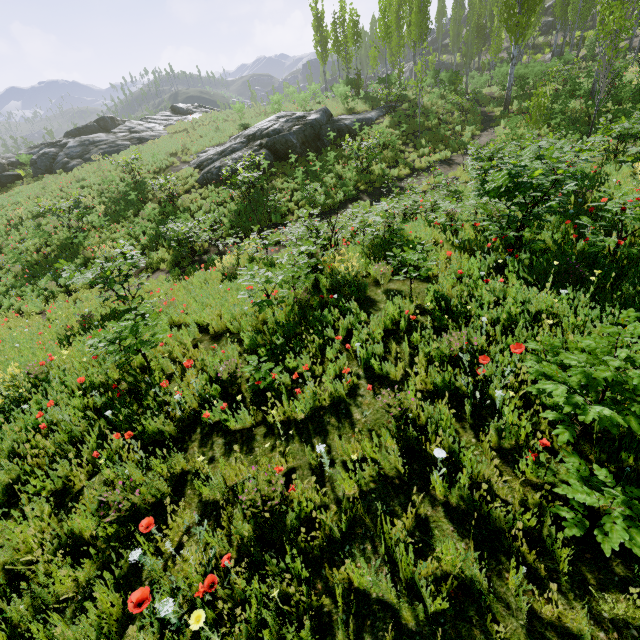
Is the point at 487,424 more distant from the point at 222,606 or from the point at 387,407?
the point at 222,606

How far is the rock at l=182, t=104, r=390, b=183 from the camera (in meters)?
18.56

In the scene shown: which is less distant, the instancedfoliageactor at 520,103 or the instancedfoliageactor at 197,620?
the instancedfoliageactor at 197,620

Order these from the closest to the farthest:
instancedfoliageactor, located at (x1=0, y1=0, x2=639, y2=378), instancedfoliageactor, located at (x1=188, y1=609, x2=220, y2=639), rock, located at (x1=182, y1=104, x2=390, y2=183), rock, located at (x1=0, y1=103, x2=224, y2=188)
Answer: instancedfoliageactor, located at (x1=188, y1=609, x2=220, y2=639)
instancedfoliageactor, located at (x1=0, y1=0, x2=639, y2=378)
rock, located at (x1=182, y1=104, x2=390, y2=183)
rock, located at (x1=0, y1=103, x2=224, y2=188)

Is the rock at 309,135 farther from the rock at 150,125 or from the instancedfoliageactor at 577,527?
the rock at 150,125

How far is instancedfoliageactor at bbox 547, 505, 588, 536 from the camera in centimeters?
225cm

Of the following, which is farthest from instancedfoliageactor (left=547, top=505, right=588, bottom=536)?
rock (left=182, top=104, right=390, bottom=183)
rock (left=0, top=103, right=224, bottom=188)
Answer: rock (left=0, top=103, right=224, bottom=188)
